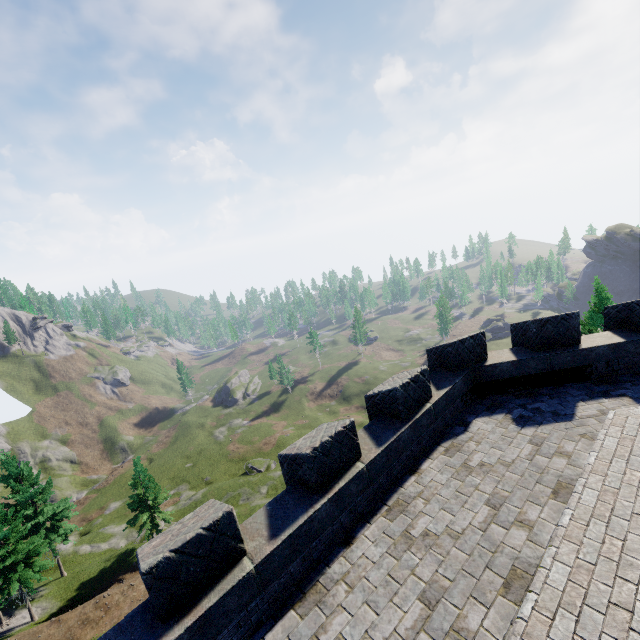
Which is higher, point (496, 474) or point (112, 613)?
point (496, 474)
